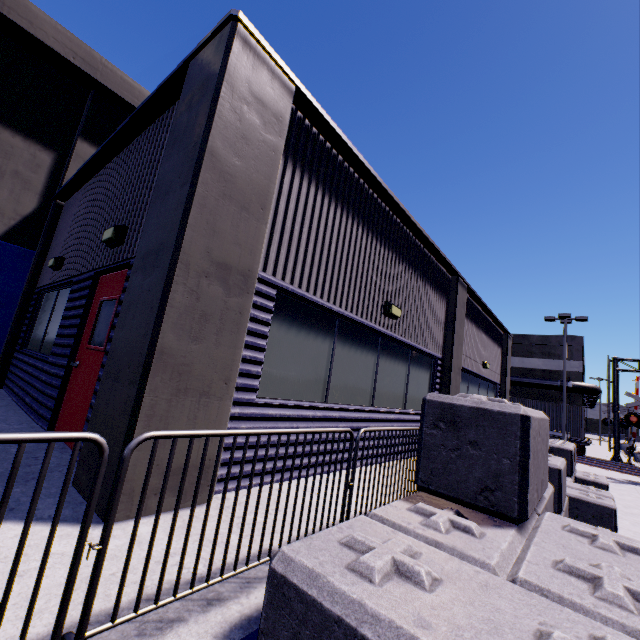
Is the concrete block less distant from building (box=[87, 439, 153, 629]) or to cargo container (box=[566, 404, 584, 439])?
building (box=[87, 439, 153, 629])

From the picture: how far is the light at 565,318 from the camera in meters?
21.3

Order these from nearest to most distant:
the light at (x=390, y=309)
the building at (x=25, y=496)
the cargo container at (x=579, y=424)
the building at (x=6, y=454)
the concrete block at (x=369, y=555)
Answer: the concrete block at (x=369, y=555) < the building at (x=25, y=496) < the building at (x=6, y=454) < the light at (x=390, y=309) < the cargo container at (x=579, y=424)

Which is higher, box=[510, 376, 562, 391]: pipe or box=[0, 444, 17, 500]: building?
box=[510, 376, 562, 391]: pipe

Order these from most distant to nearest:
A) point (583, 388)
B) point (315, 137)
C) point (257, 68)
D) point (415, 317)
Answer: point (583, 388), point (415, 317), point (315, 137), point (257, 68)

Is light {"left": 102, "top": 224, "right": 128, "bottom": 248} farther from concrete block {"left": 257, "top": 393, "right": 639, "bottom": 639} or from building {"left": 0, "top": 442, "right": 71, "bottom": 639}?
concrete block {"left": 257, "top": 393, "right": 639, "bottom": 639}

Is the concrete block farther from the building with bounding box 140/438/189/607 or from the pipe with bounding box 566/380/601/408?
the pipe with bounding box 566/380/601/408
